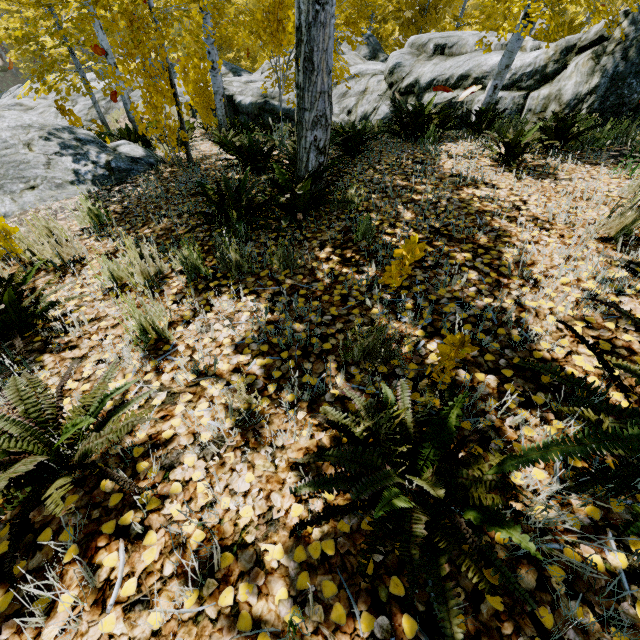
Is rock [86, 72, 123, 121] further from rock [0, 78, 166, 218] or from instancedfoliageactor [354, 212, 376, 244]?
rock [0, 78, 166, 218]

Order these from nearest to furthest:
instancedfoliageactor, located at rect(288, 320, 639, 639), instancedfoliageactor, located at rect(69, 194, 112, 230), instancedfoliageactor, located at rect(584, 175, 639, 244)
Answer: instancedfoliageactor, located at rect(288, 320, 639, 639) < instancedfoliageactor, located at rect(584, 175, 639, 244) < instancedfoliageactor, located at rect(69, 194, 112, 230)

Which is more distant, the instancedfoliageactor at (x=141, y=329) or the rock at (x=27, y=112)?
the rock at (x=27, y=112)

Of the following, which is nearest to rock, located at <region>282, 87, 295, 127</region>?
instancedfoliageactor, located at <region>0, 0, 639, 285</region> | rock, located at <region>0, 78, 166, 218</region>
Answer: instancedfoliageactor, located at <region>0, 0, 639, 285</region>

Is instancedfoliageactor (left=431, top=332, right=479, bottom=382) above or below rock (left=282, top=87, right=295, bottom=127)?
above

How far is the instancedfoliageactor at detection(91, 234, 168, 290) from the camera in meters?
2.5

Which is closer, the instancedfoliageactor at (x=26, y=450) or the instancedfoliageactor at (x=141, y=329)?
the instancedfoliageactor at (x=26, y=450)

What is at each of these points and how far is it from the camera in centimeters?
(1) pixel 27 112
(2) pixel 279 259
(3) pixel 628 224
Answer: (1) rock, 1750cm
(2) instancedfoliageactor, 264cm
(3) instancedfoliageactor, 238cm
